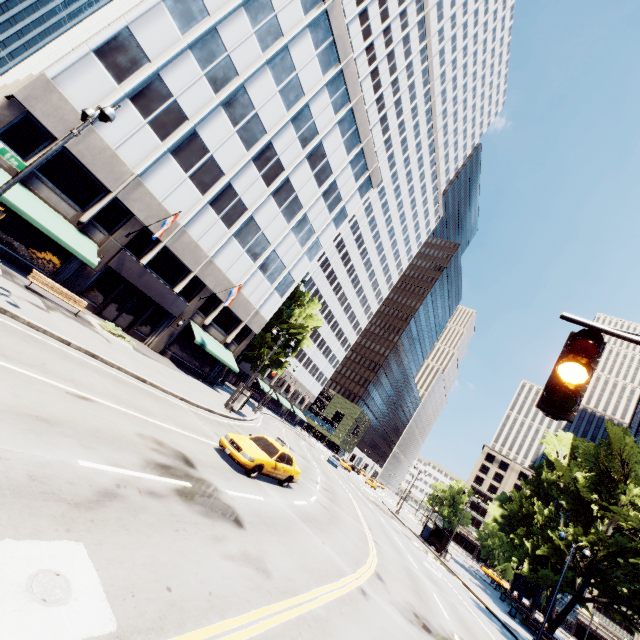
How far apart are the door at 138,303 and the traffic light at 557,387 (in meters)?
26.86

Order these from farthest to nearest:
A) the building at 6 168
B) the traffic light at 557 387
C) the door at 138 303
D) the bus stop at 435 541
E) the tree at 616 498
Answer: the bus stop at 435 541 → the tree at 616 498 → the door at 138 303 → the building at 6 168 → the traffic light at 557 387

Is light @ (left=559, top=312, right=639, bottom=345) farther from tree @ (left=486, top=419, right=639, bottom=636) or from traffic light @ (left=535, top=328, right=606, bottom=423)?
tree @ (left=486, top=419, right=639, bottom=636)

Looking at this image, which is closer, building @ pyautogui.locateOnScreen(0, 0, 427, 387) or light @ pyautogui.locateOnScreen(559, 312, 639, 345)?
light @ pyautogui.locateOnScreen(559, 312, 639, 345)

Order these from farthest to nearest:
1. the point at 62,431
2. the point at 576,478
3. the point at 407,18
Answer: the point at 407,18
the point at 576,478
the point at 62,431

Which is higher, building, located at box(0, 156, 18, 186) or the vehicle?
building, located at box(0, 156, 18, 186)

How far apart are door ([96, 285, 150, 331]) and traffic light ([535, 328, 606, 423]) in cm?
2686

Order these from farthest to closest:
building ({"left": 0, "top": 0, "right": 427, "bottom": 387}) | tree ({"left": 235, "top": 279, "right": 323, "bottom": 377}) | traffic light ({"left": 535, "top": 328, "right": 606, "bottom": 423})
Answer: tree ({"left": 235, "top": 279, "right": 323, "bottom": 377})
building ({"left": 0, "top": 0, "right": 427, "bottom": 387})
traffic light ({"left": 535, "top": 328, "right": 606, "bottom": 423})
